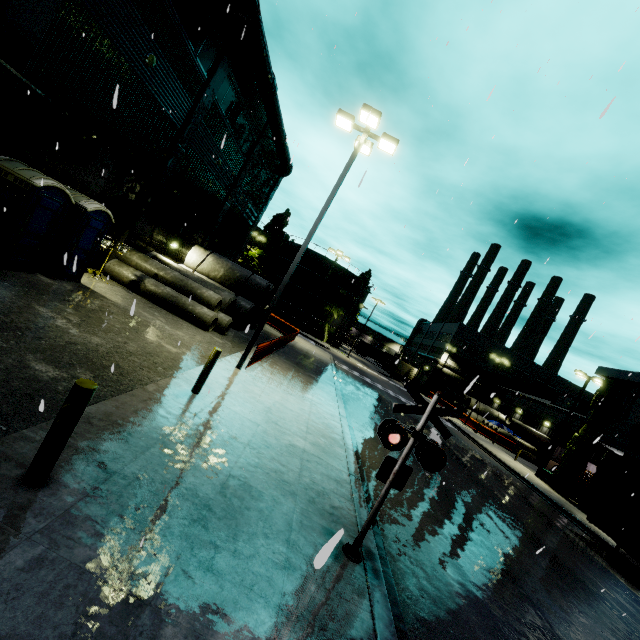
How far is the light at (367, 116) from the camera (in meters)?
10.79

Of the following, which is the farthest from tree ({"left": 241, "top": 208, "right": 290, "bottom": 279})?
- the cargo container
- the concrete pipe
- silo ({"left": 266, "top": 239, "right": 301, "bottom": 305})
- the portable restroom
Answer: the portable restroom

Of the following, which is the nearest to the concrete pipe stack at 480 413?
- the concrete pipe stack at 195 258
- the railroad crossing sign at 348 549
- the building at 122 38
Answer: the building at 122 38

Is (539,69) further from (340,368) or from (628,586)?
(340,368)

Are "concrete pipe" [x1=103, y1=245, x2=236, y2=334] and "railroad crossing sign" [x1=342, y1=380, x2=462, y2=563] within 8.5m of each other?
no

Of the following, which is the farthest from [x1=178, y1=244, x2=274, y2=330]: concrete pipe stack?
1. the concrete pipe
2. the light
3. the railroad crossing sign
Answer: the railroad crossing sign

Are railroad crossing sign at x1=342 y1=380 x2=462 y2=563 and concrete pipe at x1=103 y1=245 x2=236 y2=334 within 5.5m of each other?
no

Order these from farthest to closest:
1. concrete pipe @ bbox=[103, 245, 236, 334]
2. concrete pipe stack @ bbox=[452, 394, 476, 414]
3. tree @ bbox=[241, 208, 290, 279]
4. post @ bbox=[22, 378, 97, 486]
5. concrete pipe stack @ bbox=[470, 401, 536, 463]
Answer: tree @ bbox=[241, 208, 290, 279]
concrete pipe stack @ bbox=[452, 394, 476, 414]
concrete pipe stack @ bbox=[470, 401, 536, 463]
concrete pipe @ bbox=[103, 245, 236, 334]
post @ bbox=[22, 378, 97, 486]
